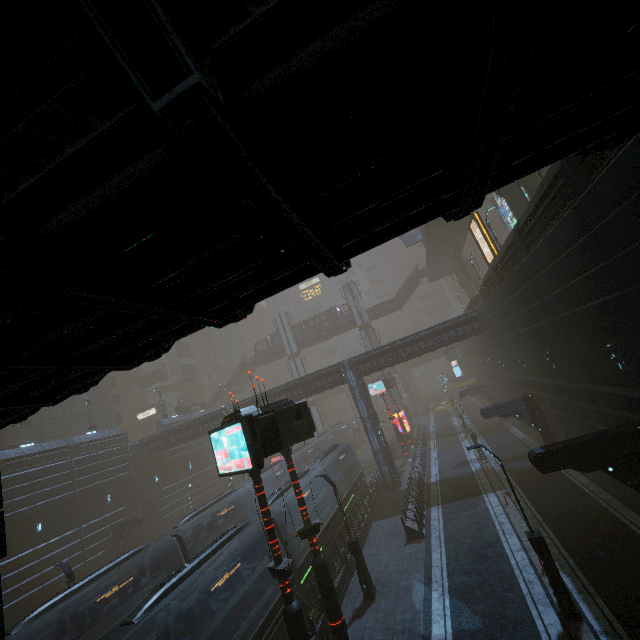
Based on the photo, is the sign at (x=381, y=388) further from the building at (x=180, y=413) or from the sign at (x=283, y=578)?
the sign at (x=283, y=578)

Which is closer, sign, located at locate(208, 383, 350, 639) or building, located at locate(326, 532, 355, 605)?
sign, located at locate(208, 383, 350, 639)

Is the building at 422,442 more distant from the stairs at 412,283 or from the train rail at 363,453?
the stairs at 412,283

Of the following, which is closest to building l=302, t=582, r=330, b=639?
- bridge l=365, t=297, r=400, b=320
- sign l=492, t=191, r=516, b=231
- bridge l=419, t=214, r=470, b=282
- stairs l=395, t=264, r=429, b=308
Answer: sign l=492, t=191, r=516, b=231

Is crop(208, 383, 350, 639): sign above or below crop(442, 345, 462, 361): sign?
below

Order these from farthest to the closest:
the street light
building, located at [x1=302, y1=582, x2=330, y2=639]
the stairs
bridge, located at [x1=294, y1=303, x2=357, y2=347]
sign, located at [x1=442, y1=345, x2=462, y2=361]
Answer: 1. bridge, located at [x1=294, y1=303, x2=357, y2=347]
2. the stairs
3. sign, located at [x1=442, y1=345, x2=462, y2=361]
4. the street light
5. building, located at [x1=302, y1=582, x2=330, y2=639]

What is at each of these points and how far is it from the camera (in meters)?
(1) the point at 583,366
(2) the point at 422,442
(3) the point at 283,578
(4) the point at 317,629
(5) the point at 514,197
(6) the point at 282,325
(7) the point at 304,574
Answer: (1) building, 13.53
(2) building, 36.84
(3) sign, 9.12
(4) building, 12.86
(5) sm, 20.27
(6) sm, 59.38
(7) train, 15.77

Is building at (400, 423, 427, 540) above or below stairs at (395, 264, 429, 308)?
below
